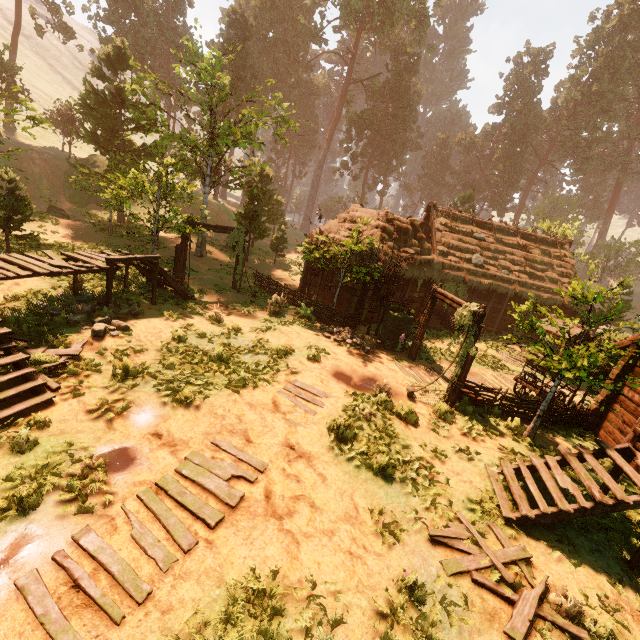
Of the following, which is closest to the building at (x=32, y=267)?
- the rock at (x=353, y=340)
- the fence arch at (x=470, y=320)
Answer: the rock at (x=353, y=340)

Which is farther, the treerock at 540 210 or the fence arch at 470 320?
the treerock at 540 210

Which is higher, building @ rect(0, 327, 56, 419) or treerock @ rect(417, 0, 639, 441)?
treerock @ rect(417, 0, 639, 441)

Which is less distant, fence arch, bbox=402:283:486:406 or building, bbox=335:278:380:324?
fence arch, bbox=402:283:486:406

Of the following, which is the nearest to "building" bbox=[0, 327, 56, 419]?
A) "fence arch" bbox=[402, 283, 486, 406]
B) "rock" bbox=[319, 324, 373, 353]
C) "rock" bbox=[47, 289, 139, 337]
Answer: "rock" bbox=[47, 289, 139, 337]

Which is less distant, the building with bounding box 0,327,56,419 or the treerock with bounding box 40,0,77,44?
the building with bounding box 0,327,56,419

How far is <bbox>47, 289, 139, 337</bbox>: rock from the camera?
9.9 meters

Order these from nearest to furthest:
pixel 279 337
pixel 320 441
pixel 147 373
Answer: pixel 320 441, pixel 147 373, pixel 279 337
